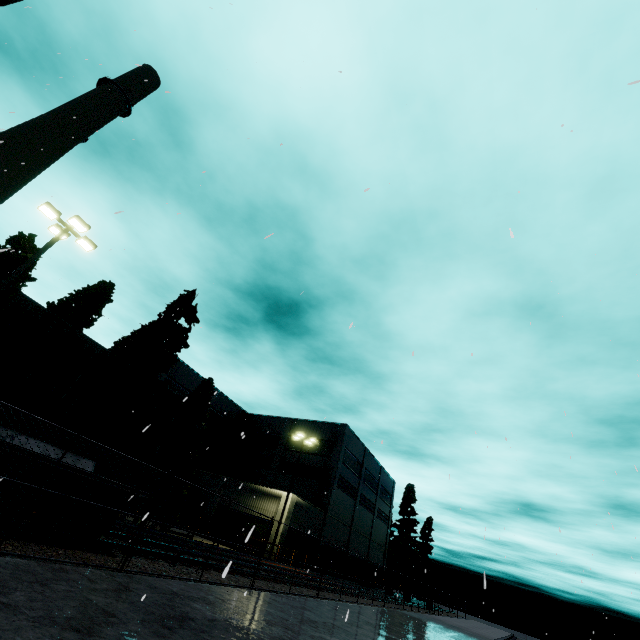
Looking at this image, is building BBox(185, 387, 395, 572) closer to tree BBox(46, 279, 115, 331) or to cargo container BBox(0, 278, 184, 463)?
cargo container BBox(0, 278, 184, 463)

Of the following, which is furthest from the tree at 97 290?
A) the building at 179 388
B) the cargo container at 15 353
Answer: the cargo container at 15 353

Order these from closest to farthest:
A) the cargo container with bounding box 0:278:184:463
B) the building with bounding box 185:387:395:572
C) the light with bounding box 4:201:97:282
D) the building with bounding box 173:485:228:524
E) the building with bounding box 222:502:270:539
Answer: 1. the cargo container with bounding box 0:278:184:463
2. the light with bounding box 4:201:97:282
3. the building with bounding box 222:502:270:539
4. the building with bounding box 173:485:228:524
5. the building with bounding box 185:387:395:572

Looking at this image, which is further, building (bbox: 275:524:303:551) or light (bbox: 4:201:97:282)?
building (bbox: 275:524:303:551)

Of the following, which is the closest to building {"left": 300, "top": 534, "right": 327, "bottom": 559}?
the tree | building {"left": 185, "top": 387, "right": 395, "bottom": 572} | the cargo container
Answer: the tree

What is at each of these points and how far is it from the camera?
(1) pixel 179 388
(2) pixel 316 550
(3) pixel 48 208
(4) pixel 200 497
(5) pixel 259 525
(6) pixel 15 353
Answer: (1) building, 38.09m
(2) building, 32.53m
(3) light, 13.51m
(4) building, 32.91m
(5) building, 28.77m
(6) cargo container, 6.83m

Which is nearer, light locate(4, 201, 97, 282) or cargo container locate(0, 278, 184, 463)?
cargo container locate(0, 278, 184, 463)

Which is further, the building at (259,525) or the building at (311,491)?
the building at (311,491)
